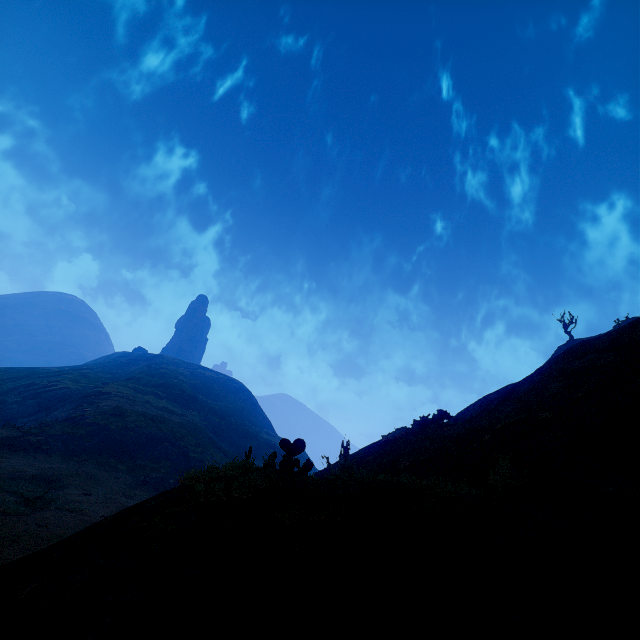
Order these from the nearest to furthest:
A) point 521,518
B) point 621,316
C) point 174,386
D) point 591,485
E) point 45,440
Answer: point 521,518
point 591,485
point 45,440
point 621,316
point 174,386
